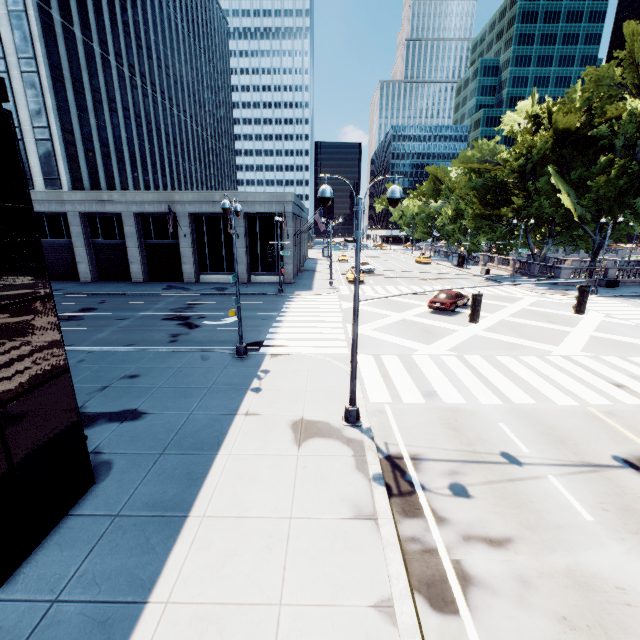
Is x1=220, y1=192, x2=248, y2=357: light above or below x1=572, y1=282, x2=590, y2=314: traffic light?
below

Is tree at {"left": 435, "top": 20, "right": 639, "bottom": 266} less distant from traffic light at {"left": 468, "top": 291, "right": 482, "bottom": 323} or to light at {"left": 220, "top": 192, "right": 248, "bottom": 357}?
traffic light at {"left": 468, "top": 291, "right": 482, "bottom": 323}

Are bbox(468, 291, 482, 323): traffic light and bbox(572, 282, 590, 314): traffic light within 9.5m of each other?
yes

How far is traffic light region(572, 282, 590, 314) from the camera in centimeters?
913cm

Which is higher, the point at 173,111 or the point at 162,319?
the point at 173,111

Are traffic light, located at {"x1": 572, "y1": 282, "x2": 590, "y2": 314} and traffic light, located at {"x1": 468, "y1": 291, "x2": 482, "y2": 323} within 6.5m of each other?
yes

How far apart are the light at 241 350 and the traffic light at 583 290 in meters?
12.3

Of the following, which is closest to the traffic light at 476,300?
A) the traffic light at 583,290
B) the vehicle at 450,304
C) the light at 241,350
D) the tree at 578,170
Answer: the traffic light at 583,290
